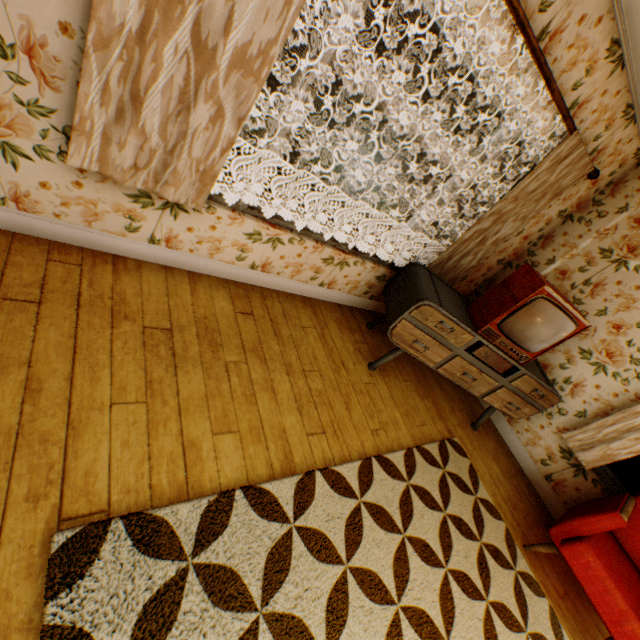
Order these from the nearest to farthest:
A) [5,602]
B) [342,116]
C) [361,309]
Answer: [5,602] → [361,309] → [342,116]

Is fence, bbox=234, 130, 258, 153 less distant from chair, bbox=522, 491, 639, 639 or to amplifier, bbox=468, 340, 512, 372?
amplifier, bbox=468, 340, 512, 372

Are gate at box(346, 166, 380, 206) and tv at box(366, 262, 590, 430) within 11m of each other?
no

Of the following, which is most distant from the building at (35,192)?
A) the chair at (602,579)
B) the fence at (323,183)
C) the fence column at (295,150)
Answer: the fence at (323,183)

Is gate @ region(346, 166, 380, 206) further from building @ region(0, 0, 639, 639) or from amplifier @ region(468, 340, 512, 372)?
amplifier @ region(468, 340, 512, 372)

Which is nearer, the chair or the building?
the building

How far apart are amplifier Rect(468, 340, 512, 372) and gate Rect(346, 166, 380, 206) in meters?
18.5

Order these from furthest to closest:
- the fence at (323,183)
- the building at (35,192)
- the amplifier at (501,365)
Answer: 1. the fence at (323,183)
2. the amplifier at (501,365)
3. the building at (35,192)
